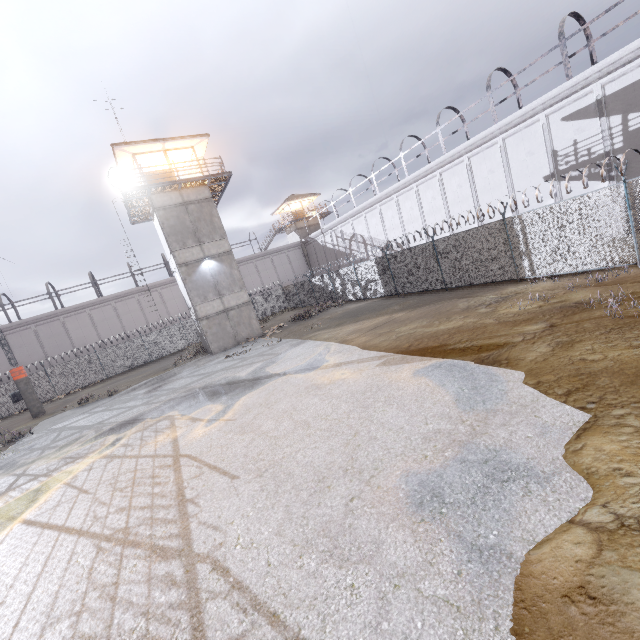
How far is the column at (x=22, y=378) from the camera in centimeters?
2198cm

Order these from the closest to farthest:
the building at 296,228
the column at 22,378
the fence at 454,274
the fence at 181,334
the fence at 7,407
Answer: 1. the fence at 454,274
2. the column at 22,378
3. the fence at 7,407
4. the fence at 181,334
5. the building at 296,228

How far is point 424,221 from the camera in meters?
27.1 m

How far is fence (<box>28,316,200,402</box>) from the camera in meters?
28.8

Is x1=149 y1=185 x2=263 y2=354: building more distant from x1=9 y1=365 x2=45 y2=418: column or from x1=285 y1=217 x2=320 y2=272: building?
x1=285 y1=217 x2=320 y2=272: building

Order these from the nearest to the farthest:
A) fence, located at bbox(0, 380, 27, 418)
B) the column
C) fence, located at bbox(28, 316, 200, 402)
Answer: the column → fence, located at bbox(0, 380, 27, 418) → fence, located at bbox(28, 316, 200, 402)

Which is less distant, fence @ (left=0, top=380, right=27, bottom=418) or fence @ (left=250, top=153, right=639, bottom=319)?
fence @ (left=250, top=153, right=639, bottom=319)

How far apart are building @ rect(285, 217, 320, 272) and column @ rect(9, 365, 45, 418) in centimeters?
3321cm
